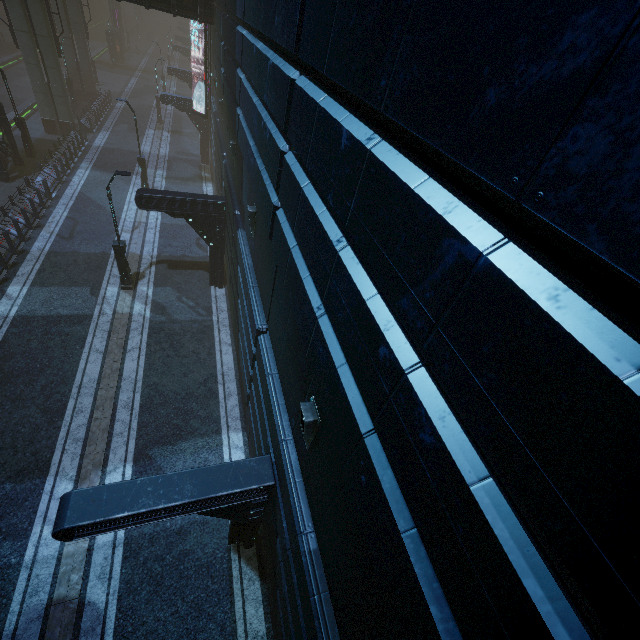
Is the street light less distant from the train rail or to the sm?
the train rail

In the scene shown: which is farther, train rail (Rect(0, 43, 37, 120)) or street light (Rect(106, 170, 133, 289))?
train rail (Rect(0, 43, 37, 120))

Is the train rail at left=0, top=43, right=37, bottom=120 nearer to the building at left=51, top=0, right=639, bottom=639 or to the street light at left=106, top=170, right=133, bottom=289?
the building at left=51, top=0, right=639, bottom=639

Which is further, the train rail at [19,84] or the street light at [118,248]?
the train rail at [19,84]

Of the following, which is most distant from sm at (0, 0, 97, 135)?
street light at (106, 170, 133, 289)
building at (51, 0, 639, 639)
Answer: street light at (106, 170, 133, 289)

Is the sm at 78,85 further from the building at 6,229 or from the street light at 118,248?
the street light at 118,248

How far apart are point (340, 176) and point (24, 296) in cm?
1728

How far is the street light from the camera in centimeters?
1256cm
